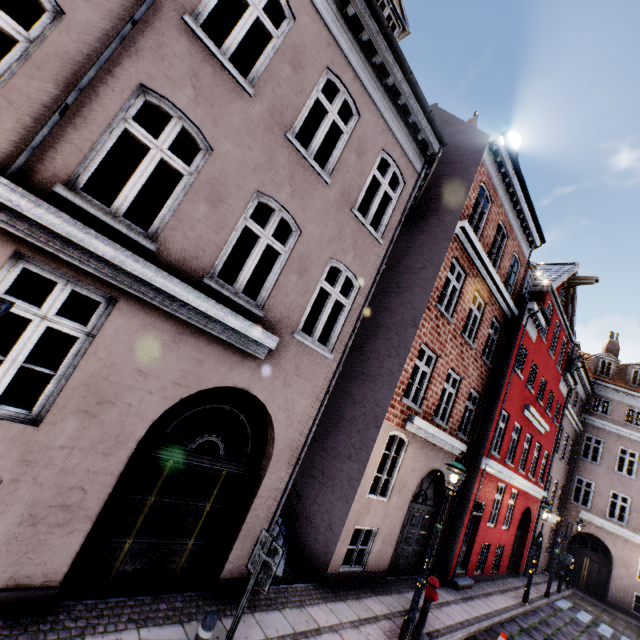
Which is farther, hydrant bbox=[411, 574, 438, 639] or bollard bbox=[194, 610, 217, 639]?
hydrant bbox=[411, 574, 438, 639]

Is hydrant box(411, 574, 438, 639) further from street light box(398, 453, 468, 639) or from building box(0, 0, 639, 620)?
building box(0, 0, 639, 620)

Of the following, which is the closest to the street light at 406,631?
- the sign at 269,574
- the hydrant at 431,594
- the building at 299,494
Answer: the hydrant at 431,594

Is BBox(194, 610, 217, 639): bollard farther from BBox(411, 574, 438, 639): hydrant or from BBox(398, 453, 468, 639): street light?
BBox(411, 574, 438, 639): hydrant

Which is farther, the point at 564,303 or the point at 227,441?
the point at 564,303

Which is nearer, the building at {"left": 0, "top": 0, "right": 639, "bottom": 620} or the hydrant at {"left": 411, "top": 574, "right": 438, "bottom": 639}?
the building at {"left": 0, "top": 0, "right": 639, "bottom": 620}

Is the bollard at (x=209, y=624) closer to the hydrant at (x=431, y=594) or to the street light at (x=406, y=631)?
the street light at (x=406, y=631)

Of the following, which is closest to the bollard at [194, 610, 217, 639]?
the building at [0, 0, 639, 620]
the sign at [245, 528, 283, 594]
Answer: the sign at [245, 528, 283, 594]
